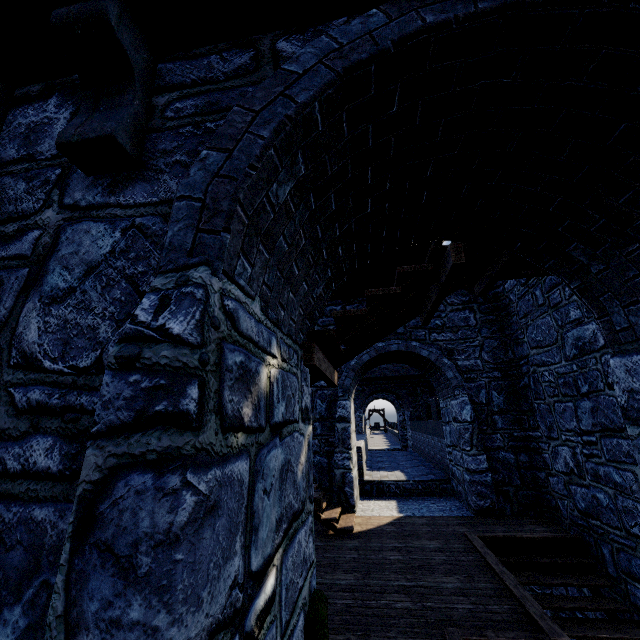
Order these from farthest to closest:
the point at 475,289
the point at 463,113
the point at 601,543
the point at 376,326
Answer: the point at 601,543 < the point at 475,289 < the point at 376,326 < the point at 463,113
